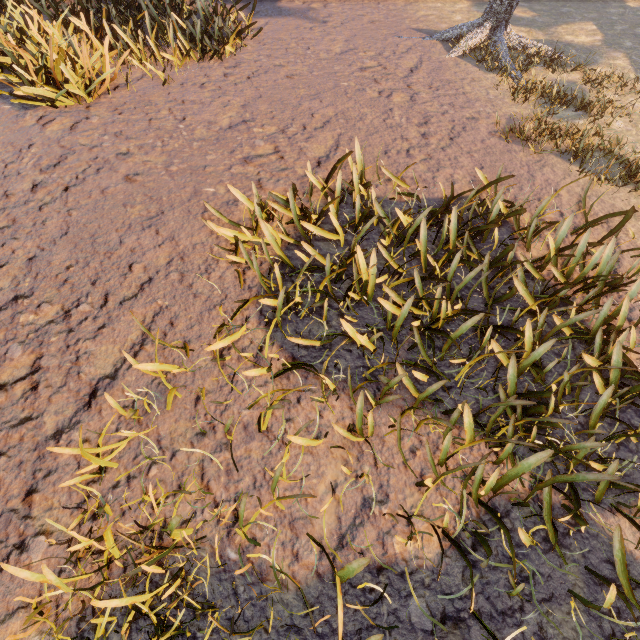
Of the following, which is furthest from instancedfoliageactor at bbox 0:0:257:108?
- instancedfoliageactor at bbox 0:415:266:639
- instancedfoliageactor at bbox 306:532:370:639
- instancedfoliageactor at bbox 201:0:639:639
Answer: instancedfoliageactor at bbox 306:532:370:639

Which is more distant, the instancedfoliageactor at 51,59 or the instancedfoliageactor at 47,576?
the instancedfoliageactor at 51,59

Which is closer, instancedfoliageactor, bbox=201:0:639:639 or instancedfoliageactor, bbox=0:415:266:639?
instancedfoliageactor, bbox=0:415:266:639

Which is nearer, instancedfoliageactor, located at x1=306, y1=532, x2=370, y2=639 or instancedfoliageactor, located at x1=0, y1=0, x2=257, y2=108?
instancedfoliageactor, located at x1=306, y1=532, x2=370, y2=639

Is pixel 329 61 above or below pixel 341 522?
above

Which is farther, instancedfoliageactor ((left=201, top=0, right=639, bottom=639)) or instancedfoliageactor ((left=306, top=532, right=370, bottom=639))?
instancedfoliageactor ((left=201, top=0, right=639, bottom=639))

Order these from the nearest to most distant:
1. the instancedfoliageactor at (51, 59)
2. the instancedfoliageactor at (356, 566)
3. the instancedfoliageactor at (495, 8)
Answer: the instancedfoliageactor at (356, 566)
the instancedfoliageactor at (495, 8)
the instancedfoliageactor at (51, 59)

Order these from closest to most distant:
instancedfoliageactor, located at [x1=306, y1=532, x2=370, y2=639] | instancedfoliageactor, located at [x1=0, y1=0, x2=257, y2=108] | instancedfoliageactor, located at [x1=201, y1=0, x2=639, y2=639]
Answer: instancedfoliageactor, located at [x1=306, y1=532, x2=370, y2=639] → instancedfoliageactor, located at [x1=201, y1=0, x2=639, y2=639] → instancedfoliageactor, located at [x1=0, y1=0, x2=257, y2=108]
